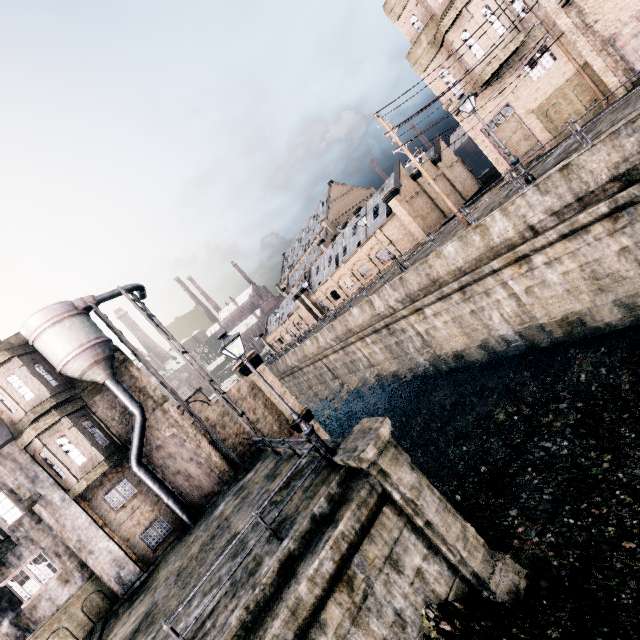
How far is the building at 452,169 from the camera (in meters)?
39.38

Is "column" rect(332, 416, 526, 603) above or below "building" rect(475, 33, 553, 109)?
below

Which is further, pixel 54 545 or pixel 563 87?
pixel 563 87

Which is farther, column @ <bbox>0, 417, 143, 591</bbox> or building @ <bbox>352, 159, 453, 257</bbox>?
building @ <bbox>352, 159, 453, 257</bbox>

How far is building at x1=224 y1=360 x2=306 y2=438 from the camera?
21.3m

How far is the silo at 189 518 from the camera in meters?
16.4

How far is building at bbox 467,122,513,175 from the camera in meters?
24.8

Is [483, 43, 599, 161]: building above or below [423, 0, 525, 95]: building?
below
